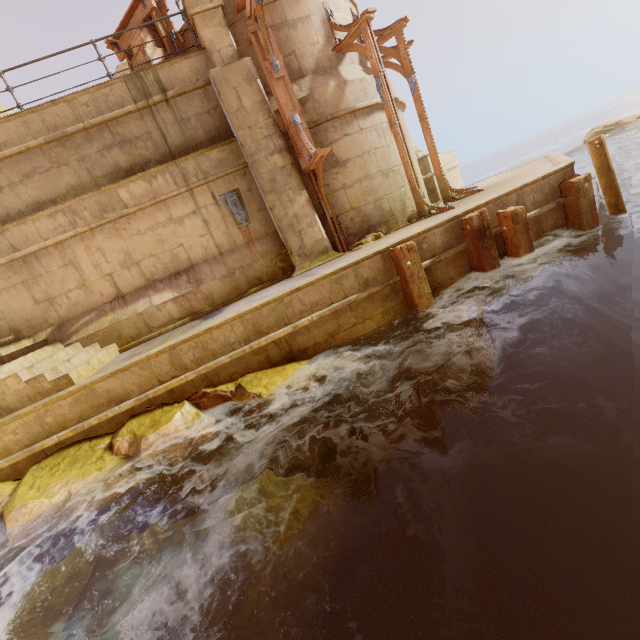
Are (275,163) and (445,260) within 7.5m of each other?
yes

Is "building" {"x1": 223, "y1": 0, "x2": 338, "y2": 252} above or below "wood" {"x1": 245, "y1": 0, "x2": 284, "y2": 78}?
above

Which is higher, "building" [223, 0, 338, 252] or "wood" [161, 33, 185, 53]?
"wood" [161, 33, 185, 53]

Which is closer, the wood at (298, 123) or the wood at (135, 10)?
the wood at (298, 123)

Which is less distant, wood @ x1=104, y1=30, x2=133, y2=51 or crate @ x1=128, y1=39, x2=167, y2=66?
crate @ x1=128, y1=39, x2=167, y2=66

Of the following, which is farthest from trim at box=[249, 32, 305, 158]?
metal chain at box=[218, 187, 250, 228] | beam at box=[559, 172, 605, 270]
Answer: beam at box=[559, 172, 605, 270]

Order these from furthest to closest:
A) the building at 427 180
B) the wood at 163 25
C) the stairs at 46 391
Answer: the building at 427 180 → the wood at 163 25 → the stairs at 46 391

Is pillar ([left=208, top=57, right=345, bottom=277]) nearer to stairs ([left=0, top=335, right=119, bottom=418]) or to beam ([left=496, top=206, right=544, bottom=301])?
beam ([left=496, top=206, right=544, bottom=301])
